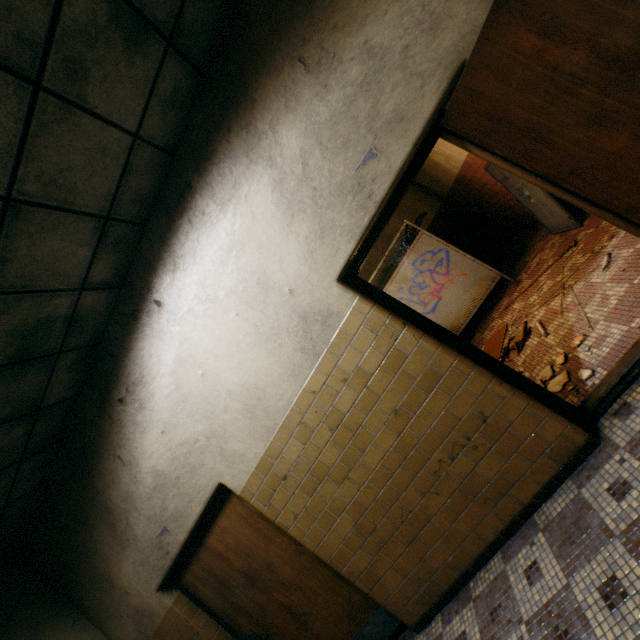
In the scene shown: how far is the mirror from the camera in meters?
4.8 m

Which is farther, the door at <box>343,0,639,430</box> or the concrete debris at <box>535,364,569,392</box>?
the concrete debris at <box>535,364,569,392</box>

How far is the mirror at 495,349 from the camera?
4.8m

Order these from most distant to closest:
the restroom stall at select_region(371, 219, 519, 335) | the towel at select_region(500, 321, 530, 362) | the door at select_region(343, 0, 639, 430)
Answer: the restroom stall at select_region(371, 219, 519, 335) < the towel at select_region(500, 321, 530, 362) < the door at select_region(343, 0, 639, 430)

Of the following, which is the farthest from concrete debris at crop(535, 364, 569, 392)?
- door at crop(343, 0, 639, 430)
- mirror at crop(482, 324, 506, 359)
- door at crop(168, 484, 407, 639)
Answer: door at crop(168, 484, 407, 639)

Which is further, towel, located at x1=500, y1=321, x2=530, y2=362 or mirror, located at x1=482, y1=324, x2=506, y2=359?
mirror, located at x1=482, y1=324, x2=506, y2=359

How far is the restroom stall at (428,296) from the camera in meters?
5.9 m

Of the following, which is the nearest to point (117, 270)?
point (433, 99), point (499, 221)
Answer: point (433, 99)
